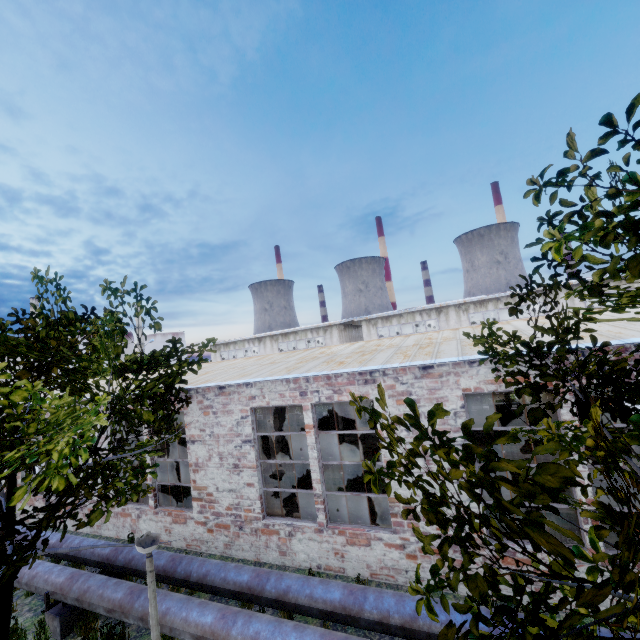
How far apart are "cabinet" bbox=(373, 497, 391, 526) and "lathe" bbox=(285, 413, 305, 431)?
11.2 meters

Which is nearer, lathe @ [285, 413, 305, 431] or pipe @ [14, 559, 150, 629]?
pipe @ [14, 559, 150, 629]

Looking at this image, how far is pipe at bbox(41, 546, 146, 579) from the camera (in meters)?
7.70

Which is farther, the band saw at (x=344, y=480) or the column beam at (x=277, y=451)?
the column beam at (x=277, y=451)

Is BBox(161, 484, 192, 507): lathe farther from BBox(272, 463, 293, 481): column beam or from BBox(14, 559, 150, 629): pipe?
BBox(14, 559, 150, 629): pipe

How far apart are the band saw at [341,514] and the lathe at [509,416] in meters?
9.6 m

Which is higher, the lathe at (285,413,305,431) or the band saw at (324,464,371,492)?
the band saw at (324,464,371,492)

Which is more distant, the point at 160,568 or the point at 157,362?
the point at 160,568
